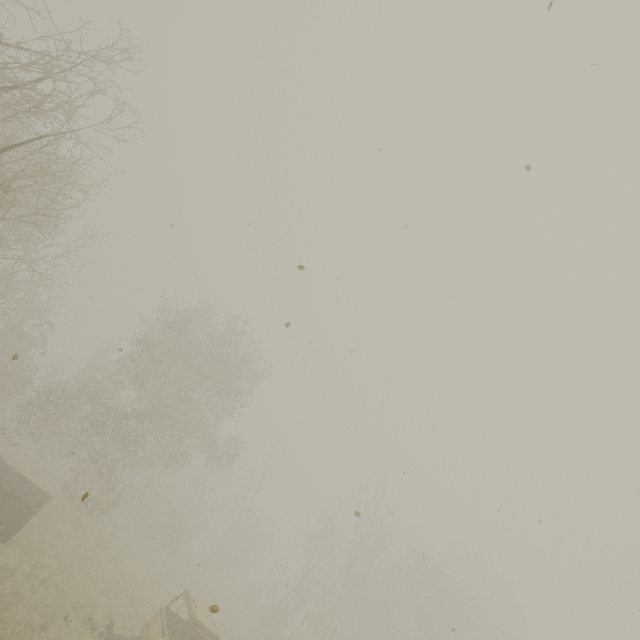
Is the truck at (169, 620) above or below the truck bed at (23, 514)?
above

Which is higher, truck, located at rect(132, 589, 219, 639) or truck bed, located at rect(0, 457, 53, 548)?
truck, located at rect(132, 589, 219, 639)

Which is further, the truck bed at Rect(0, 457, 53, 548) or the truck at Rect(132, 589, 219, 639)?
the truck bed at Rect(0, 457, 53, 548)

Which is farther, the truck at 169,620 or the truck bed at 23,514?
the truck bed at 23,514

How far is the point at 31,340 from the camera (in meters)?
21.27
